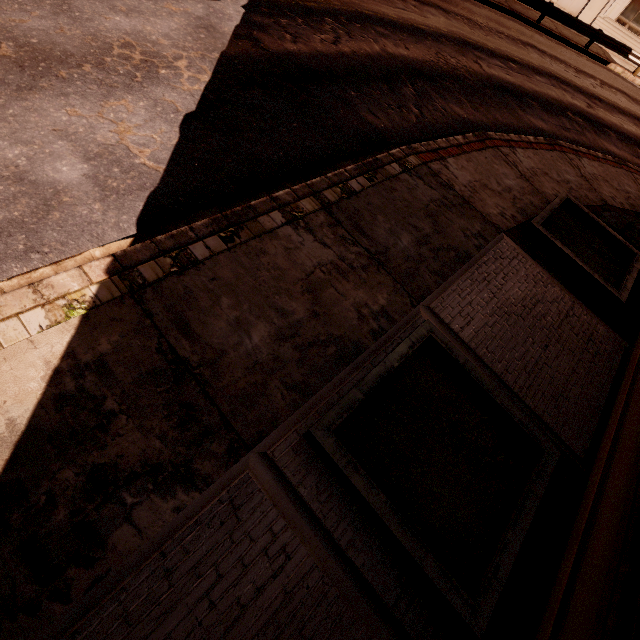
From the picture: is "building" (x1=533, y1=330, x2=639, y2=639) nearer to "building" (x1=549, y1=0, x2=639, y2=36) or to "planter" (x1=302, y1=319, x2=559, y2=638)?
"planter" (x1=302, y1=319, x2=559, y2=638)

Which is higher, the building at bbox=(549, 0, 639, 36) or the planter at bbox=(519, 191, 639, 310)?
the building at bbox=(549, 0, 639, 36)

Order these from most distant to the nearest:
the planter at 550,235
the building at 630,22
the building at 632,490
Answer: the building at 630,22 < the planter at 550,235 < the building at 632,490

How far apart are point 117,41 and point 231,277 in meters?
6.4 m

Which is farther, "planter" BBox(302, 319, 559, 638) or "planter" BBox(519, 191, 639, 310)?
"planter" BBox(519, 191, 639, 310)

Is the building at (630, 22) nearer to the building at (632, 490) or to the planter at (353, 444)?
the building at (632, 490)

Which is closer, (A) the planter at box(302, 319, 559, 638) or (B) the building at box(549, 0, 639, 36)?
(A) the planter at box(302, 319, 559, 638)

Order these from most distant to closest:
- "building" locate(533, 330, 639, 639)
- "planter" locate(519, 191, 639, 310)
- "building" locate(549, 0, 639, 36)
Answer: "building" locate(549, 0, 639, 36)
"planter" locate(519, 191, 639, 310)
"building" locate(533, 330, 639, 639)
